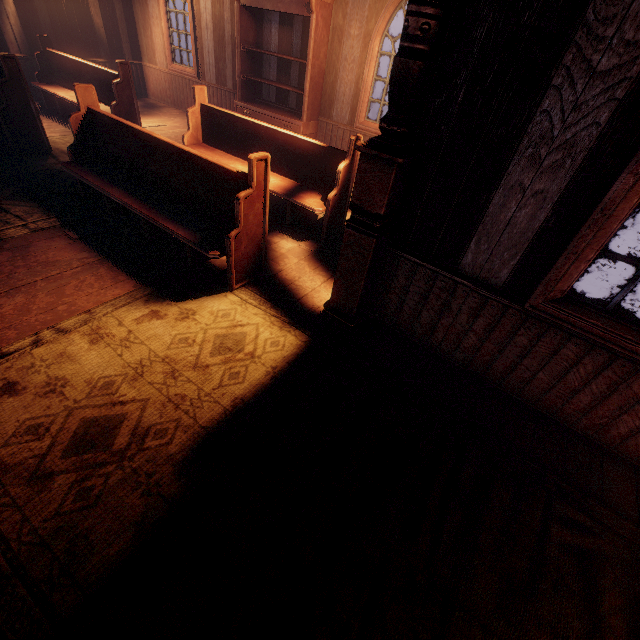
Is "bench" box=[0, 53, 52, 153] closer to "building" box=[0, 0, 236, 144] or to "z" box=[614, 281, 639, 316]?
"building" box=[0, 0, 236, 144]

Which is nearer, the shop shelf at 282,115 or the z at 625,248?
the shop shelf at 282,115

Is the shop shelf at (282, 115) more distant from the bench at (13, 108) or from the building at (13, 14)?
the bench at (13, 108)

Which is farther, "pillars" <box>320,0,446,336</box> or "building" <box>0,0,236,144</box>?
"building" <box>0,0,236,144</box>

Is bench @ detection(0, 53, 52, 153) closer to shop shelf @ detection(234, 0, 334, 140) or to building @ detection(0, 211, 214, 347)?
building @ detection(0, 211, 214, 347)

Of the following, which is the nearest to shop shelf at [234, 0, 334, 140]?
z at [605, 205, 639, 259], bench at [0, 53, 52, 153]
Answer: bench at [0, 53, 52, 153]

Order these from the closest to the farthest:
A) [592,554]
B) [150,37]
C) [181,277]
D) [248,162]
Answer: [592,554] → [248,162] → [181,277] → [150,37]

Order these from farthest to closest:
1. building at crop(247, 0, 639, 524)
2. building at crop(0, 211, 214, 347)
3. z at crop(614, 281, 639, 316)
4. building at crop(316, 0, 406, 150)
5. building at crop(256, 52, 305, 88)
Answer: building at crop(256, 52, 305, 88) < z at crop(614, 281, 639, 316) < building at crop(316, 0, 406, 150) < building at crop(0, 211, 214, 347) < building at crop(247, 0, 639, 524)
